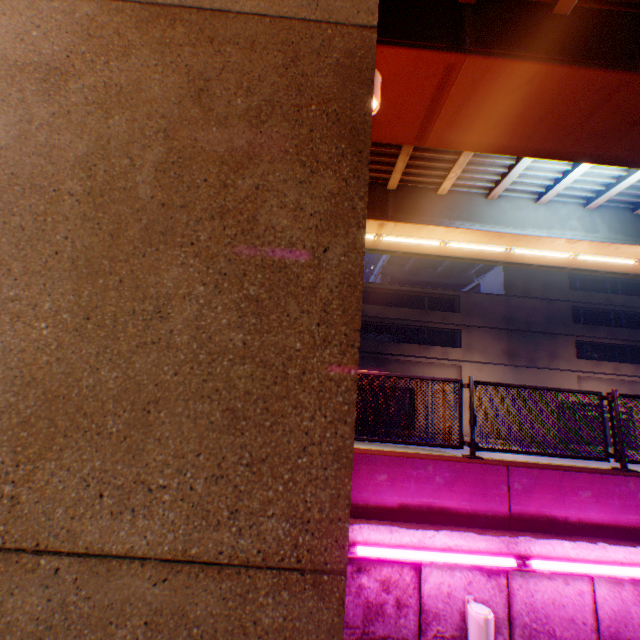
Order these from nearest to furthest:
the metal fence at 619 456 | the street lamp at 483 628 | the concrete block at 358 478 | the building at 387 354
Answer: the street lamp at 483 628, the concrete block at 358 478, the metal fence at 619 456, the building at 387 354

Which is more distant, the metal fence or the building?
the building

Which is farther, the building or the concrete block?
the building

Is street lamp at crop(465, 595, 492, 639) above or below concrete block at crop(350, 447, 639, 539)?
below

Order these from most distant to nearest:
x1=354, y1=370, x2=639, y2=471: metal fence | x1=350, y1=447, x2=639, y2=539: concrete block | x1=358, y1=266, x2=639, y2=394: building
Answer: x1=358, y1=266, x2=639, y2=394: building
x1=354, y1=370, x2=639, y2=471: metal fence
x1=350, y1=447, x2=639, y2=539: concrete block

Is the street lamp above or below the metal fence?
below

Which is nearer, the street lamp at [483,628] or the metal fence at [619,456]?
the street lamp at [483,628]

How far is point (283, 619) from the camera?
0.64m
